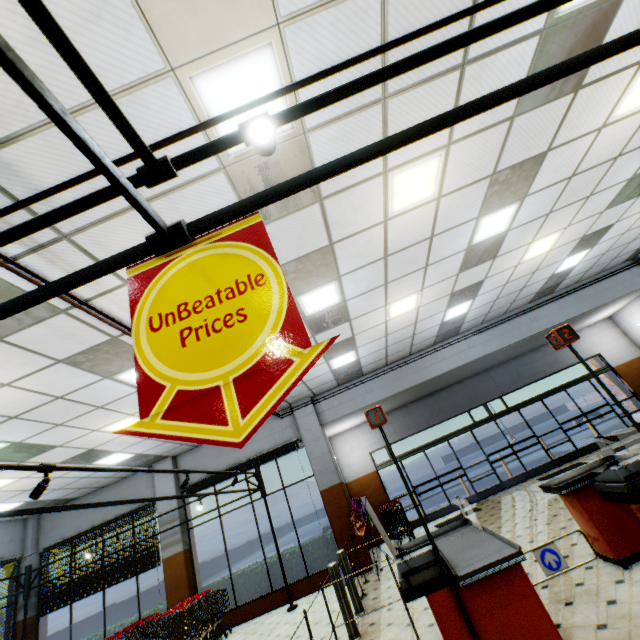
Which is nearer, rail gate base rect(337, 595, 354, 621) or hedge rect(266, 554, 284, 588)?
rail gate base rect(337, 595, 354, 621)

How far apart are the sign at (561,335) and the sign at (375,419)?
2.0 meters

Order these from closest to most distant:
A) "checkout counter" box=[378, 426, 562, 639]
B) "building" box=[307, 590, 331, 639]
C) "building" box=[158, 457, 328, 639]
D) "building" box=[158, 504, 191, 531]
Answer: "checkout counter" box=[378, 426, 562, 639] → "building" box=[307, 590, 331, 639] → "building" box=[158, 457, 328, 639] → "building" box=[158, 504, 191, 531]

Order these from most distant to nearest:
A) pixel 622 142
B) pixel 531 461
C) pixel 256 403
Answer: pixel 531 461 → pixel 622 142 → pixel 256 403

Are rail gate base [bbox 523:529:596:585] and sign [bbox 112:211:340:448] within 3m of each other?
no

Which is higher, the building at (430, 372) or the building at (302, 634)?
the building at (430, 372)

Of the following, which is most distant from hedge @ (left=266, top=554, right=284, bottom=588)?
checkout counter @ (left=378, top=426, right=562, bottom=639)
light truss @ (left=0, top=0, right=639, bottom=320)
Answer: light truss @ (left=0, top=0, right=639, bottom=320)

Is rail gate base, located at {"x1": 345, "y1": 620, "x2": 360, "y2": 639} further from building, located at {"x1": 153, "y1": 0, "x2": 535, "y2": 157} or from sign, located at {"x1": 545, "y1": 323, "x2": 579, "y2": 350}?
sign, located at {"x1": 545, "y1": 323, "x2": 579, "y2": 350}
